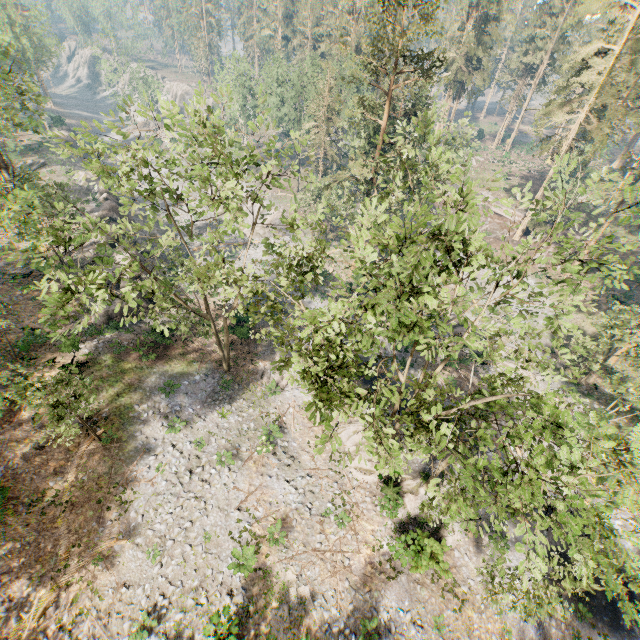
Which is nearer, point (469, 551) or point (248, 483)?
point (469, 551)

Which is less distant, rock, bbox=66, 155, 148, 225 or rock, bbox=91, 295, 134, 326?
rock, bbox=91, 295, 134, 326

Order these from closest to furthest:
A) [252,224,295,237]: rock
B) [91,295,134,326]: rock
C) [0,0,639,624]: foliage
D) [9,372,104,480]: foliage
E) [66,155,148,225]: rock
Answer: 1. [0,0,639,624]: foliage
2. [9,372,104,480]: foliage
3. [91,295,134,326]: rock
4. [66,155,148,225]: rock
5. [252,224,295,237]: rock

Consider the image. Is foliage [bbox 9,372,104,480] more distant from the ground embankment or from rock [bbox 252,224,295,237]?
rock [bbox 252,224,295,237]

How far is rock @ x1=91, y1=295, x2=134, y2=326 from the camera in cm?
2648

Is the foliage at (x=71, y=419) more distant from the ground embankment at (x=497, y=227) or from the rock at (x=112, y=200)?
the rock at (x=112, y=200)

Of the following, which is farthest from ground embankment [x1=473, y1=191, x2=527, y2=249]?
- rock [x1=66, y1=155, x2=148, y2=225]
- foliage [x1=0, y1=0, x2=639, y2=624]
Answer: rock [x1=66, y1=155, x2=148, y2=225]
